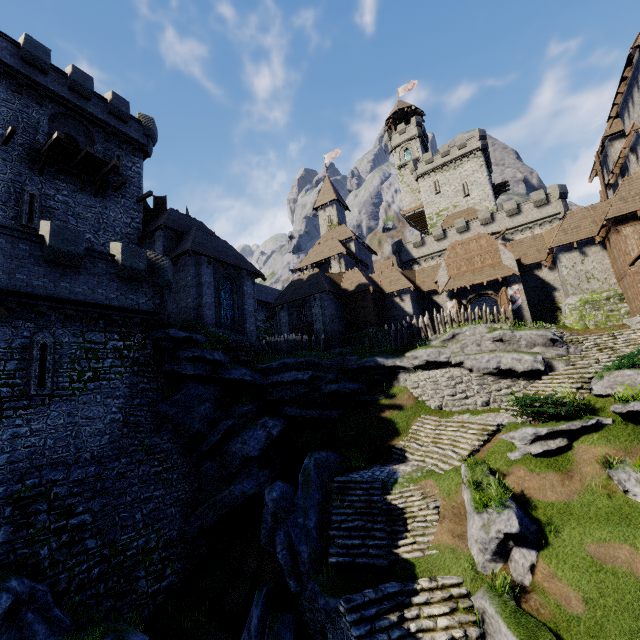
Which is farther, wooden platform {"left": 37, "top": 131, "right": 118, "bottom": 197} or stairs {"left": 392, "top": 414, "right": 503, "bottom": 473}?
wooden platform {"left": 37, "top": 131, "right": 118, "bottom": 197}

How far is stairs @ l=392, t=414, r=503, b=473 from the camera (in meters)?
14.62

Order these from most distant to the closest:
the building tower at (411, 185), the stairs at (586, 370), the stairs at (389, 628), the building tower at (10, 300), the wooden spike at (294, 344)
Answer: the building tower at (411, 185), the wooden spike at (294, 344), the stairs at (586, 370), the building tower at (10, 300), the stairs at (389, 628)

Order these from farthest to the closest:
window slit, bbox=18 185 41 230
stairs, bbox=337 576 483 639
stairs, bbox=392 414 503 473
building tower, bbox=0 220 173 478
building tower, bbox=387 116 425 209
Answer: building tower, bbox=387 116 425 209
window slit, bbox=18 185 41 230
stairs, bbox=392 414 503 473
building tower, bbox=0 220 173 478
stairs, bbox=337 576 483 639

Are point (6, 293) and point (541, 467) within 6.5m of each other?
no

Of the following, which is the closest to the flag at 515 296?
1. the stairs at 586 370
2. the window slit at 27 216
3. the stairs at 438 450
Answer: the stairs at 586 370

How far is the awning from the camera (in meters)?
26.66

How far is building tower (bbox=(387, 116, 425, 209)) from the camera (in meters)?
56.62
